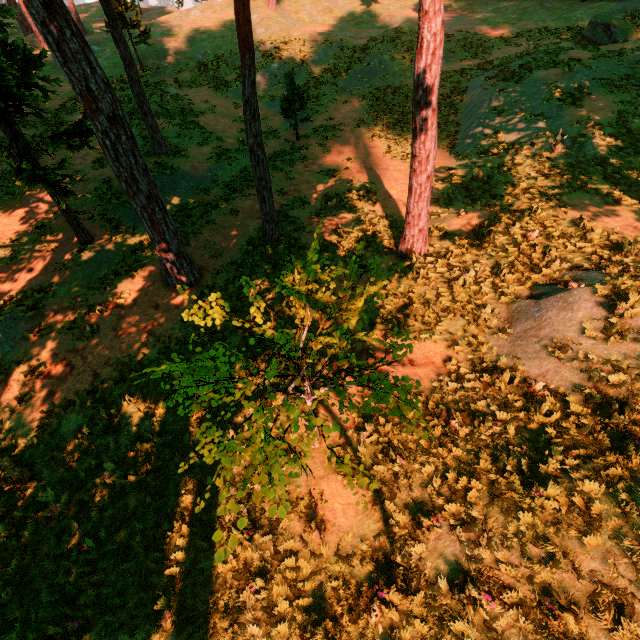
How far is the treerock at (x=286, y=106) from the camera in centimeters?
1816cm

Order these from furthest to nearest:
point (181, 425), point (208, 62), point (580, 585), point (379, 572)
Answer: point (208, 62)
point (181, 425)
point (379, 572)
point (580, 585)

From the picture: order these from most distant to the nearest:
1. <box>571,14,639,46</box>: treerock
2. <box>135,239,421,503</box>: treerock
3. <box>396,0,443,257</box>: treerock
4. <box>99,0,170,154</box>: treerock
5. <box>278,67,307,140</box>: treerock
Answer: <box>571,14,639,46</box>: treerock → <box>278,67,307,140</box>: treerock → <box>99,0,170,154</box>: treerock → <box>396,0,443,257</box>: treerock → <box>135,239,421,503</box>: treerock

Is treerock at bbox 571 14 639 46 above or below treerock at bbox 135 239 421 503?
above

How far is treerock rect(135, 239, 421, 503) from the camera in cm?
351
